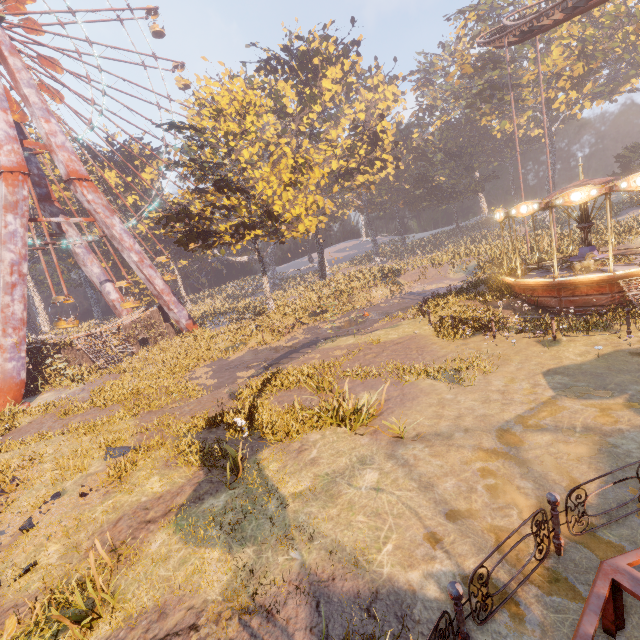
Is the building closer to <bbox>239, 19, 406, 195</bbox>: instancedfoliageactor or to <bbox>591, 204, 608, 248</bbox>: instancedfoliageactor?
<bbox>239, 19, 406, 195</bbox>: instancedfoliageactor

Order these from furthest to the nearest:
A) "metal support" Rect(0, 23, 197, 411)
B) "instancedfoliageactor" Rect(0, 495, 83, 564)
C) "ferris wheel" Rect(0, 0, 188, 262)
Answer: "ferris wheel" Rect(0, 0, 188, 262)
"metal support" Rect(0, 23, 197, 411)
"instancedfoliageactor" Rect(0, 495, 83, 564)

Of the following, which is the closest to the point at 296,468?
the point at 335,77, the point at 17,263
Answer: the point at 17,263

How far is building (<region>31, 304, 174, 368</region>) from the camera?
25.2m

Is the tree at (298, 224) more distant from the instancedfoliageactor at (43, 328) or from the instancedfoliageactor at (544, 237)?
the instancedfoliageactor at (43, 328)

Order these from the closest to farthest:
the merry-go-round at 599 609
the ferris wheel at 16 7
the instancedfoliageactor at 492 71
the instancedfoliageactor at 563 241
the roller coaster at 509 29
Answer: the merry-go-round at 599 609, the instancedfoliageactor at 492 71, the roller coaster at 509 29, the instancedfoliageactor at 563 241, the ferris wheel at 16 7

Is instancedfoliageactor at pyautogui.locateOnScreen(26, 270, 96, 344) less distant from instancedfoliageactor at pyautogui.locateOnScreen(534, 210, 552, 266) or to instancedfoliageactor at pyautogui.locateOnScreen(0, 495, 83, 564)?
instancedfoliageactor at pyautogui.locateOnScreen(0, 495, 83, 564)

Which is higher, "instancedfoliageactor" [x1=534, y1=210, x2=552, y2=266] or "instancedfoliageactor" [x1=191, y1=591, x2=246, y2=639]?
"instancedfoliageactor" [x1=534, y1=210, x2=552, y2=266]
